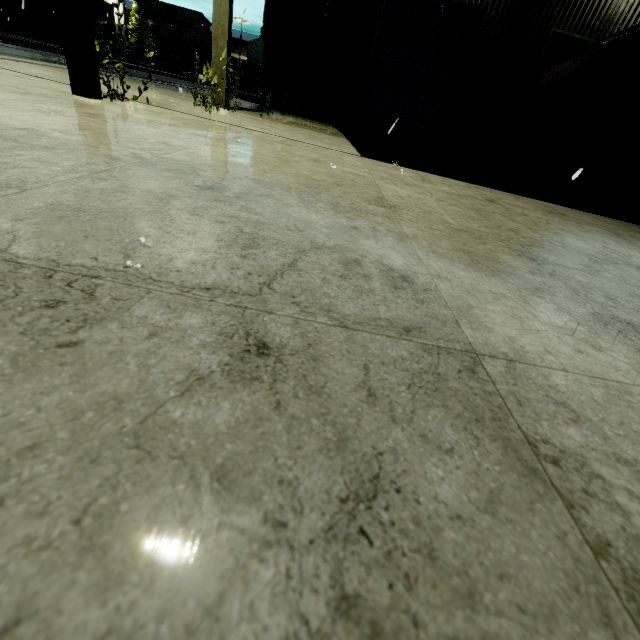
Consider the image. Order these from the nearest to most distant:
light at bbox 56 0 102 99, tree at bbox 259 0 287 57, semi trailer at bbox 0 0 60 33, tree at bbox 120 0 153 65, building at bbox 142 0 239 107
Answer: light at bbox 56 0 102 99, building at bbox 142 0 239 107, tree at bbox 259 0 287 57, semi trailer at bbox 0 0 60 33, tree at bbox 120 0 153 65

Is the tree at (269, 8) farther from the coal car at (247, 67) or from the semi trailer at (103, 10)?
the coal car at (247, 67)

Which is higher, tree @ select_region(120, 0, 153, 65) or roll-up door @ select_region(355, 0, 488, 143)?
tree @ select_region(120, 0, 153, 65)

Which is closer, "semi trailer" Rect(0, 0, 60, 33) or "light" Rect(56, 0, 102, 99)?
"light" Rect(56, 0, 102, 99)

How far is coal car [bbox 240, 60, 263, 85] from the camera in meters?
54.2 m

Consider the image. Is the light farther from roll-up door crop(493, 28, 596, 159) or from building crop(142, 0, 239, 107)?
roll-up door crop(493, 28, 596, 159)

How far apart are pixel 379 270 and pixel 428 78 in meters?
12.5 m

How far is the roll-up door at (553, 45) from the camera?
9.6 meters
